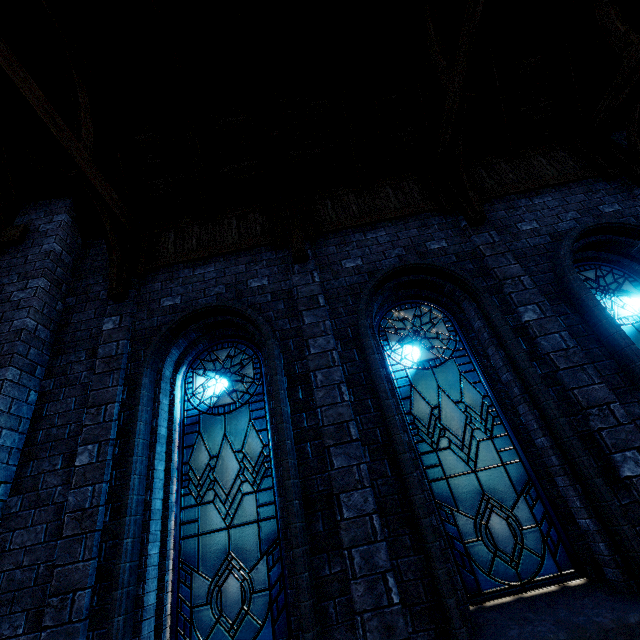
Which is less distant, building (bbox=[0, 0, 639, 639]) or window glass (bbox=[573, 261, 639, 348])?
building (bbox=[0, 0, 639, 639])

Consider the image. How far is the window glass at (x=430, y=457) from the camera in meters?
3.3 m

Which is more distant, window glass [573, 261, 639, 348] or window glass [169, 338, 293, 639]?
window glass [573, 261, 639, 348]

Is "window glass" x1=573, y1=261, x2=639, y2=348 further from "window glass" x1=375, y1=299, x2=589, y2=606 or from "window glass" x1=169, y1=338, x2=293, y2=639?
"window glass" x1=169, y1=338, x2=293, y2=639

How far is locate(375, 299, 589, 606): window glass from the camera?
3.3m

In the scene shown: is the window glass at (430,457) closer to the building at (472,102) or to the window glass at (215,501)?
the building at (472,102)

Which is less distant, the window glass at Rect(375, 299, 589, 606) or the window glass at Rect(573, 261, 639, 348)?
the window glass at Rect(375, 299, 589, 606)

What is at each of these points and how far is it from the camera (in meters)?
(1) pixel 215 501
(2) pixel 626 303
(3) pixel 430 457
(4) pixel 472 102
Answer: (1) window glass, 3.93
(2) window glass, 4.84
(3) window glass, 3.97
(4) building, 4.84
